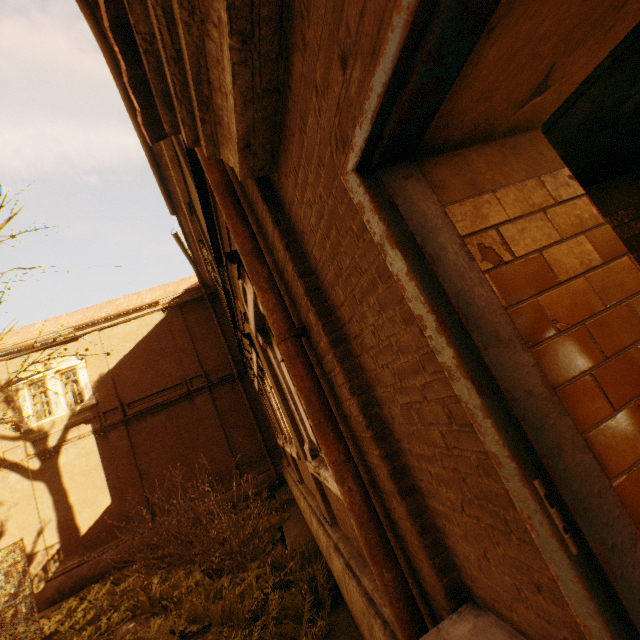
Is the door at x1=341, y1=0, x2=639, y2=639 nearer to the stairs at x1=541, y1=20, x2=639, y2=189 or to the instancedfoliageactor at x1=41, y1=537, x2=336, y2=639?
the stairs at x1=541, y1=20, x2=639, y2=189

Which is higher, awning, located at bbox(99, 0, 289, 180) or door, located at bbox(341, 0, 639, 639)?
awning, located at bbox(99, 0, 289, 180)

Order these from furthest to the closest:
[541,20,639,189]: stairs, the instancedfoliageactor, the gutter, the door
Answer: the gutter < the instancedfoliageactor < [541,20,639,189]: stairs < the door

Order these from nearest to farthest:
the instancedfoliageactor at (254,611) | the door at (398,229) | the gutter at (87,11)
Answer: the door at (398,229)
the instancedfoliageactor at (254,611)
the gutter at (87,11)

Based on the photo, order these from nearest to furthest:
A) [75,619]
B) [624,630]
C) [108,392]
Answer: [624,630], [75,619], [108,392]

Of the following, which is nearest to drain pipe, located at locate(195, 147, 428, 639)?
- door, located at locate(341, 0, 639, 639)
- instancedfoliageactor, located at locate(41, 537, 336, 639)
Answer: door, located at locate(341, 0, 639, 639)

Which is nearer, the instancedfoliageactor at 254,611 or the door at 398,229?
the door at 398,229

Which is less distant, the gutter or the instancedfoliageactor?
the instancedfoliageactor
